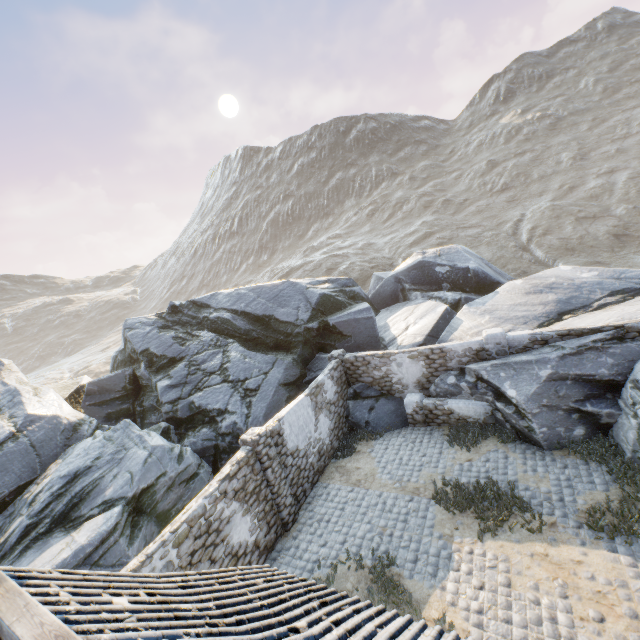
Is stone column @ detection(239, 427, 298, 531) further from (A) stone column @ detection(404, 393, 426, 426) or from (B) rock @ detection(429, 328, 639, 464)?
(A) stone column @ detection(404, 393, 426, 426)

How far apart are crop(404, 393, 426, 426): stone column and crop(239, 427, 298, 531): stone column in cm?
550

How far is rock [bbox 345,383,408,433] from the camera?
13.3m

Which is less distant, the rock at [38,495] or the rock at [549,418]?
the rock at [549,418]

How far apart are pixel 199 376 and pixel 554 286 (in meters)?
17.72

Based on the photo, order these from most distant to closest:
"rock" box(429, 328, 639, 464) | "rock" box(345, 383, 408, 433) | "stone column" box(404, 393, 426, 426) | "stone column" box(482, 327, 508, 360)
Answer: "rock" box(345, 383, 408, 433) → "stone column" box(404, 393, 426, 426) → "stone column" box(482, 327, 508, 360) → "rock" box(429, 328, 639, 464)

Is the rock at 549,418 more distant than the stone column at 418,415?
No
